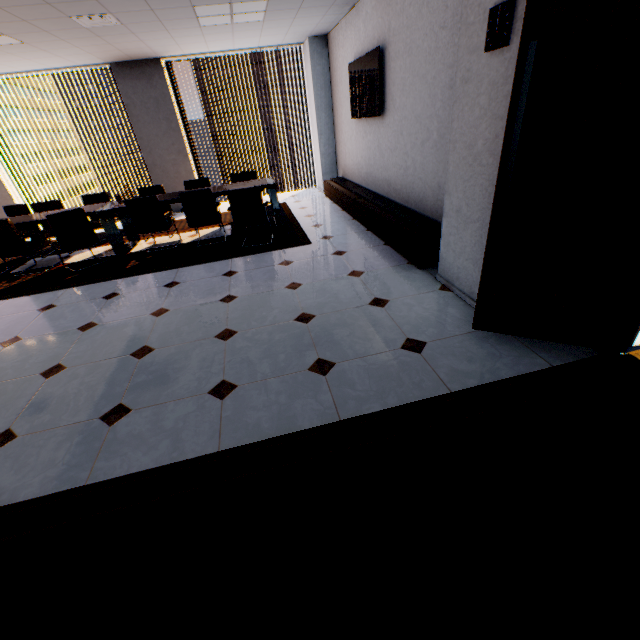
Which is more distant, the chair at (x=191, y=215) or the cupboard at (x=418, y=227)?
the chair at (x=191, y=215)

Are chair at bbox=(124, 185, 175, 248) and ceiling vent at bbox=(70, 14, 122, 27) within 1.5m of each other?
no

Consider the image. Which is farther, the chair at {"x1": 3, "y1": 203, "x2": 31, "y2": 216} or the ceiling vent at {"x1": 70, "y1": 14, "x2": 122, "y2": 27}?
the chair at {"x1": 3, "y1": 203, "x2": 31, "y2": 216}

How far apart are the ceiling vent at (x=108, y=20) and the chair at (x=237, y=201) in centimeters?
248cm

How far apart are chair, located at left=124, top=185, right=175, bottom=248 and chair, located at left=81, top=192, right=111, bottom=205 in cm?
55

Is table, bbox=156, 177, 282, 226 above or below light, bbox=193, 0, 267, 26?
below

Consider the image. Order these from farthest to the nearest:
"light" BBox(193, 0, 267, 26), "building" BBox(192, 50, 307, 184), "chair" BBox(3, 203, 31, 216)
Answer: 1. "building" BBox(192, 50, 307, 184)
2. "chair" BBox(3, 203, 31, 216)
3. "light" BBox(193, 0, 267, 26)

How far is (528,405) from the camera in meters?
1.9
